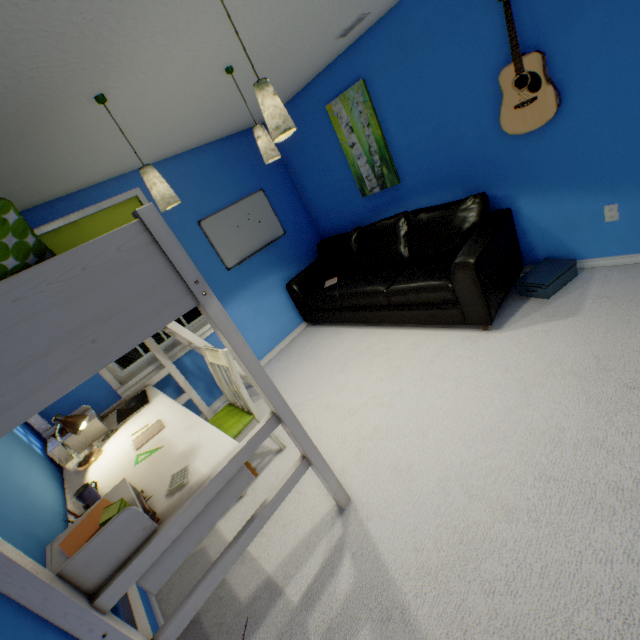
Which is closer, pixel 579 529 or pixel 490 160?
pixel 579 529

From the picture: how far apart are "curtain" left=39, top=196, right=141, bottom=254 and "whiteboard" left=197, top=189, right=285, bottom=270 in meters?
0.4

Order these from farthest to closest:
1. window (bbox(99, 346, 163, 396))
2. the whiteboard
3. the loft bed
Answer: the whiteboard
window (bbox(99, 346, 163, 396))
the loft bed

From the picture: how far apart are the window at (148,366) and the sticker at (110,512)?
2.0m

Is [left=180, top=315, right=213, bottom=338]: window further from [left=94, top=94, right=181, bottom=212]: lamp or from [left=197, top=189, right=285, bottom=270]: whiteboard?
[left=94, top=94, right=181, bottom=212]: lamp

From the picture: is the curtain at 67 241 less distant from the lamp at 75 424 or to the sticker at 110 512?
the lamp at 75 424

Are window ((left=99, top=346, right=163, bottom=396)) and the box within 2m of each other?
no

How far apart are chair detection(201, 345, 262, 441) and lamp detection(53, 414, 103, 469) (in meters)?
0.62
